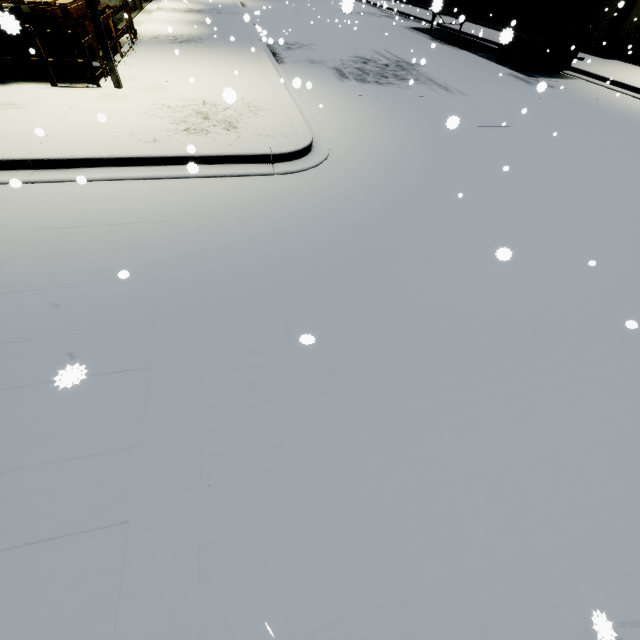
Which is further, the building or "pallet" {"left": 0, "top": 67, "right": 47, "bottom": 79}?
the building

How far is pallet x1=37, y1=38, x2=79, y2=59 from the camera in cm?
851

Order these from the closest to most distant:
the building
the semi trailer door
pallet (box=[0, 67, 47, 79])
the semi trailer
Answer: pallet (box=[0, 67, 47, 79]) → the semi trailer door → the semi trailer → the building

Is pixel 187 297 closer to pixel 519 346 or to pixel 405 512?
pixel 405 512

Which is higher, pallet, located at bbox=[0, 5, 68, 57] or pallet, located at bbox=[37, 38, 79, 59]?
pallet, located at bbox=[0, 5, 68, 57]

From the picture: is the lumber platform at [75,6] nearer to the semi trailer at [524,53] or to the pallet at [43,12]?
the pallet at [43,12]

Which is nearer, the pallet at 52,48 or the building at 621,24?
the pallet at 52,48

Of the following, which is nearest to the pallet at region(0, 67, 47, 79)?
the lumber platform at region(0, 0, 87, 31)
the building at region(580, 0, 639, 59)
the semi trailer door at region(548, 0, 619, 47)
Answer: the lumber platform at region(0, 0, 87, 31)
